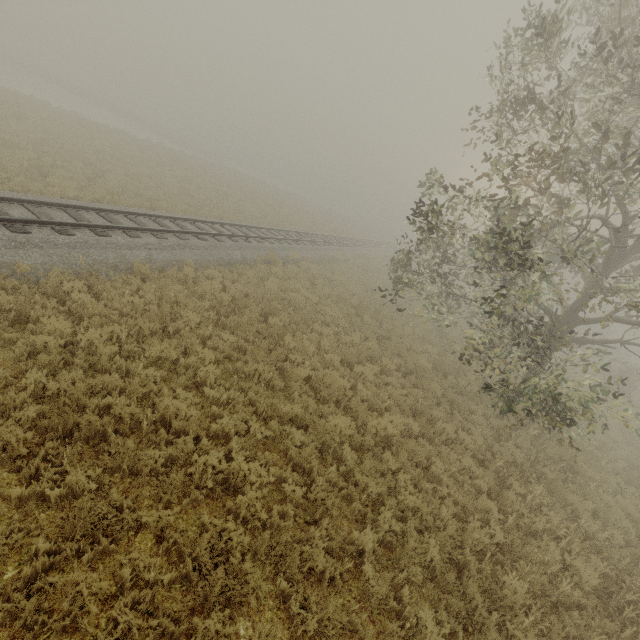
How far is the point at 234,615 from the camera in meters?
4.1
